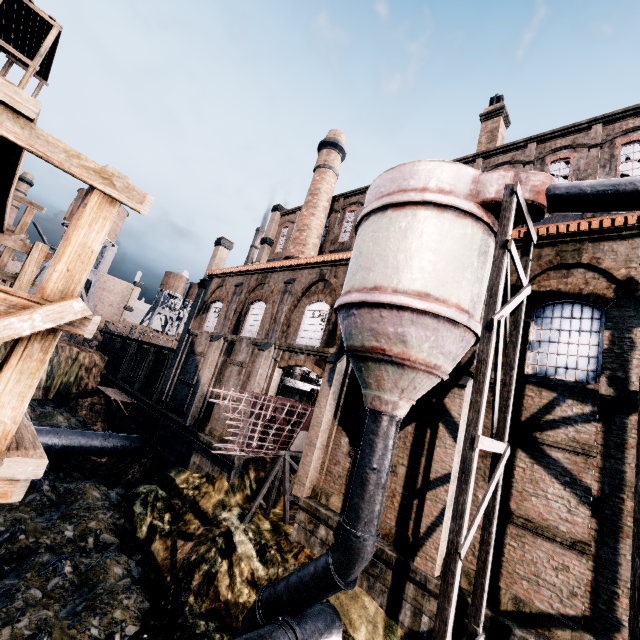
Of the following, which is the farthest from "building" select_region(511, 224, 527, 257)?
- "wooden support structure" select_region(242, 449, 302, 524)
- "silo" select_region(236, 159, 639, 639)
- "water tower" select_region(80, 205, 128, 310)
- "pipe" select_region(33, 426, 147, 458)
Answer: "water tower" select_region(80, 205, 128, 310)

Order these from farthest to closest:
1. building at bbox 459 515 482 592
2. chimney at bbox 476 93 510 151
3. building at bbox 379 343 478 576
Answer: chimney at bbox 476 93 510 151 < building at bbox 379 343 478 576 < building at bbox 459 515 482 592

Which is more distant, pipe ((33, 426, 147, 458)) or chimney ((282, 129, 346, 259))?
chimney ((282, 129, 346, 259))

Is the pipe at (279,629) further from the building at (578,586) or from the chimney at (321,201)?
the chimney at (321,201)

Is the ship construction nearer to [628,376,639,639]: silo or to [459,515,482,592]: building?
[459,515,482,592]: building

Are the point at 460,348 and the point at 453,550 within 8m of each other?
yes

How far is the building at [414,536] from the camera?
10.6m

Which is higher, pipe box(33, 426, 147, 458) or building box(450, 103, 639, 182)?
building box(450, 103, 639, 182)
